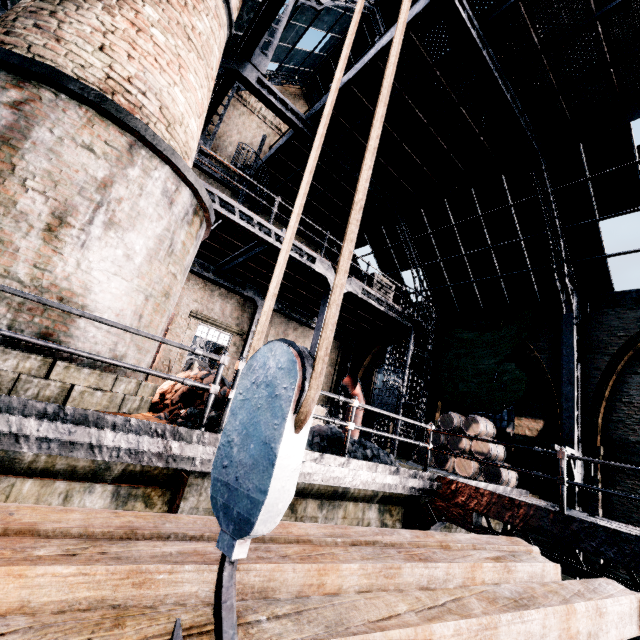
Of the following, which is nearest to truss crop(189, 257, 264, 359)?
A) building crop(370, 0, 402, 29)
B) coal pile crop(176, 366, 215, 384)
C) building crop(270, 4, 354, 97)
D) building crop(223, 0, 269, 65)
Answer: building crop(223, 0, 269, 65)

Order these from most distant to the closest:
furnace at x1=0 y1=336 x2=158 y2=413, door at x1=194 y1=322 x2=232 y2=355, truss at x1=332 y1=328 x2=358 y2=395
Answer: truss at x1=332 y1=328 x2=358 y2=395 < door at x1=194 y1=322 x2=232 y2=355 < furnace at x1=0 y1=336 x2=158 y2=413

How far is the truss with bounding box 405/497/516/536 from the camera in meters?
6.5

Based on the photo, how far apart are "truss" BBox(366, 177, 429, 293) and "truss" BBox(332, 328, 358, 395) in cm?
504

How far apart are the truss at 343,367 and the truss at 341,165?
5.0 meters

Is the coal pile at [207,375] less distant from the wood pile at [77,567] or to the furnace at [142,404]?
the furnace at [142,404]

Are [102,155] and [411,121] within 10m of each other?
no

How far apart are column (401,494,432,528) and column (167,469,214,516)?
4.99m
